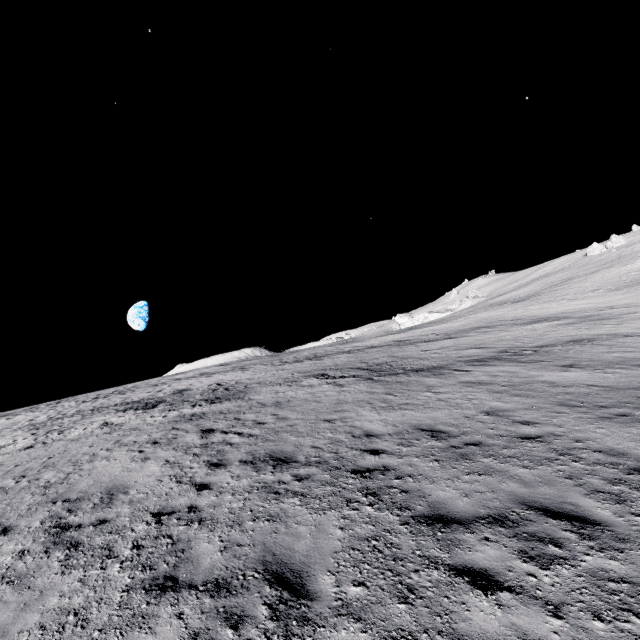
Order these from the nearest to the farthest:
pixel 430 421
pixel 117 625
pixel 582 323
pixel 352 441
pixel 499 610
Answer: pixel 499 610 < pixel 117 625 < pixel 352 441 < pixel 430 421 < pixel 582 323
